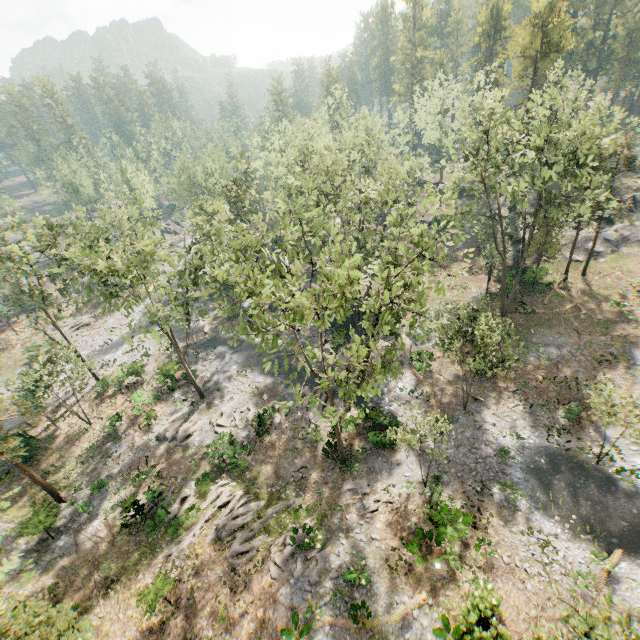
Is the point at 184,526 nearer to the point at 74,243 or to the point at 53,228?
the point at 74,243

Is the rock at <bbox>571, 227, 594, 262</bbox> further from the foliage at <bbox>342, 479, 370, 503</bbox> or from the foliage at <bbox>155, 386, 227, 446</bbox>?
the foliage at <bbox>342, 479, 370, 503</bbox>

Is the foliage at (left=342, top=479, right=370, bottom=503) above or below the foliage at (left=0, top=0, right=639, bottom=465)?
below

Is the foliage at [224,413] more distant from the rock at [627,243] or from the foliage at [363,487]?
the foliage at [363,487]

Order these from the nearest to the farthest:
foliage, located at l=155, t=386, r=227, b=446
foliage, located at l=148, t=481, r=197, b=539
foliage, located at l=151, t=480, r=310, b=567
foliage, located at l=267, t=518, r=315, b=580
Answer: foliage, located at l=267, t=518, r=315, b=580 < foliage, located at l=151, t=480, r=310, b=567 < foliage, located at l=148, t=481, r=197, b=539 < foliage, located at l=155, t=386, r=227, b=446

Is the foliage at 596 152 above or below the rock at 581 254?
above
